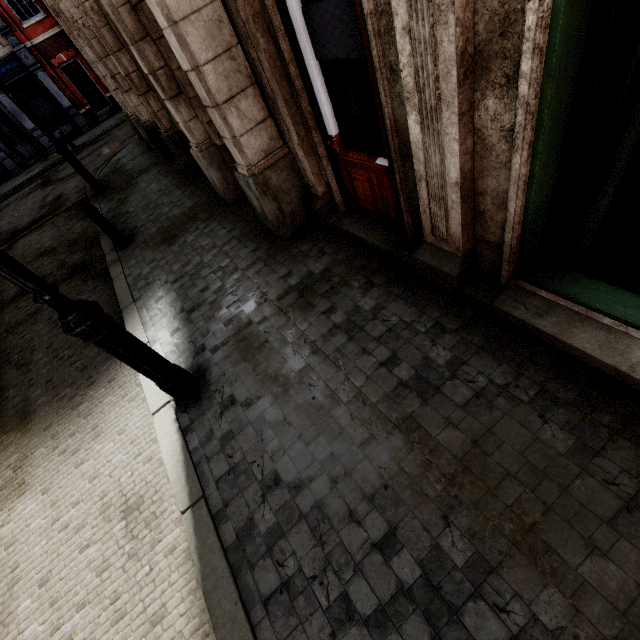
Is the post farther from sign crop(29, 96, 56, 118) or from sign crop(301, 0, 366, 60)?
sign crop(29, 96, 56, 118)

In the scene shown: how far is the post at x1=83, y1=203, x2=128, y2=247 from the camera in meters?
6.4

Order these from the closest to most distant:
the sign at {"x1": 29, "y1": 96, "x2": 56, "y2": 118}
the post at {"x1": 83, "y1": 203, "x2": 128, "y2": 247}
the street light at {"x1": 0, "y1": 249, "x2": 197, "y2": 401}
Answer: the street light at {"x1": 0, "y1": 249, "x2": 197, "y2": 401} → the post at {"x1": 83, "y1": 203, "x2": 128, "y2": 247} → the sign at {"x1": 29, "y1": 96, "x2": 56, "y2": 118}

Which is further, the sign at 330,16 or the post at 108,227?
the post at 108,227

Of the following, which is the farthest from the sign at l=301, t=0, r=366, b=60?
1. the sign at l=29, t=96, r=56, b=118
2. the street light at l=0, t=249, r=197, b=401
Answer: the sign at l=29, t=96, r=56, b=118

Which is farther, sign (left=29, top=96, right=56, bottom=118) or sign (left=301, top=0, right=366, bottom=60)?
sign (left=29, top=96, right=56, bottom=118)

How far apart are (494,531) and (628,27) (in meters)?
2.87

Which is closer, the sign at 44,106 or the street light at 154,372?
the street light at 154,372
